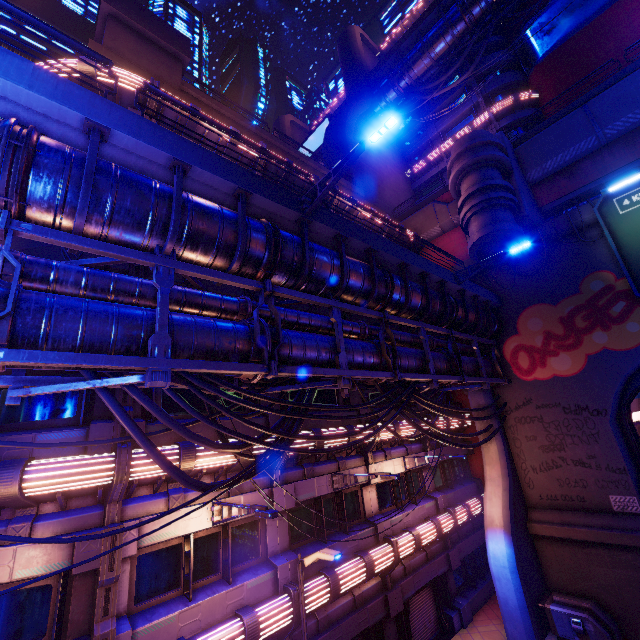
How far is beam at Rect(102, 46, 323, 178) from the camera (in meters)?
14.38

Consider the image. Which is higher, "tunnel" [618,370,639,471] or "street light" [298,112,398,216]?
"street light" [298,112,398,216]

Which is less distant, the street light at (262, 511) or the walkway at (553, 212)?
the street light at (262, 511)

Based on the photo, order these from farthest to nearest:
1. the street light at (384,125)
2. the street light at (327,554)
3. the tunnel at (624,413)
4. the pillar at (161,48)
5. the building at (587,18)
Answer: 1. the building at (587,18)
2. the tunnel at (624,413)
3. the pillar at (161,48)
4. the street light at (327,554)
5. the street light at (384,125)

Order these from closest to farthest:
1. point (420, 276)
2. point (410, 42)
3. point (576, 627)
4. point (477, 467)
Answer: point (576, 627)
point (420, 276)
point (477, 467)
point (410, 42)

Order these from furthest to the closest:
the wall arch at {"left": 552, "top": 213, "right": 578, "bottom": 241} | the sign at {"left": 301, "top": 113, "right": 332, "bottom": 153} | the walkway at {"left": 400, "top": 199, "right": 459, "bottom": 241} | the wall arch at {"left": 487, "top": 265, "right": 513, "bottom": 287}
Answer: the sign at {"left": 301, "top": 113, "right": 332, "bottom": 153} < the walkway at {"left": 400, "top": 199, "right": 459, "bottom": 241} < the wall arch at {"left": 487, "top": 265, "right": 513, "bottom": 287} < the wall arch at {"left": 552, "top": 213, "right": 578, "bottom": 241}

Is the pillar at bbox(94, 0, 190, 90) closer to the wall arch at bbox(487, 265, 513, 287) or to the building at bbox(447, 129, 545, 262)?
the building at bbox(447, 129, 545, 262)

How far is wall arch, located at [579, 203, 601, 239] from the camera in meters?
16.0
